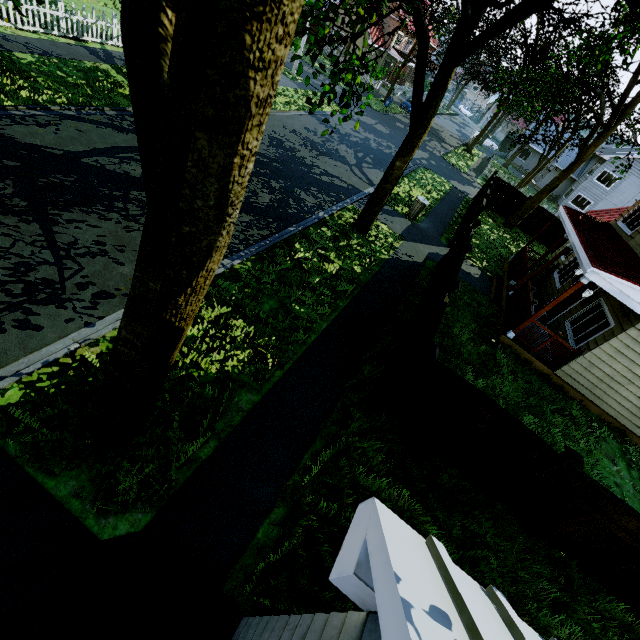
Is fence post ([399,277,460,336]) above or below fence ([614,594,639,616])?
above

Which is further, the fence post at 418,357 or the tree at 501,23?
the fence post at 418,357

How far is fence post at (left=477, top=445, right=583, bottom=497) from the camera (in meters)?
5.10

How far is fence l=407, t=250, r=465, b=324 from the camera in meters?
8.5

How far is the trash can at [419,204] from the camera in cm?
1484

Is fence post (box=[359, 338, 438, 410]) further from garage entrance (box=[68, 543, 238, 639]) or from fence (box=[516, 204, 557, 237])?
garage entrance (box=[68, 543, 238, 639])

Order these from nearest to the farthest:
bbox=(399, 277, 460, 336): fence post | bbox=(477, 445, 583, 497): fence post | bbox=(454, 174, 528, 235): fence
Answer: bbox=(477, 445, 583, 497): fence post
bbox=(399, 277, 460, 336): fence post
bbox=(454, 174, 528, 235): fence

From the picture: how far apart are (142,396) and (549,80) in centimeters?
2563cm
